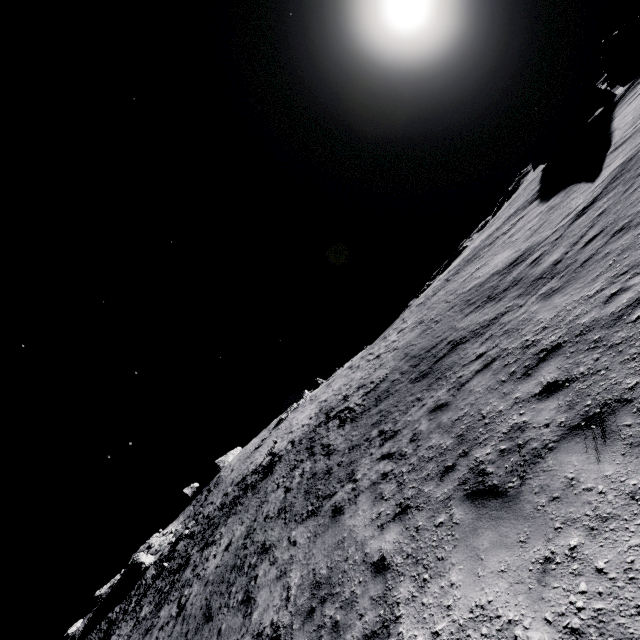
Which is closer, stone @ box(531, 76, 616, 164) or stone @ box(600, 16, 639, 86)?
stone @ box(531, 76, 616, 164)

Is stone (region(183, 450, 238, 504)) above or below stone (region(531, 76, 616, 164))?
above

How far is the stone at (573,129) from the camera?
32.2 meters

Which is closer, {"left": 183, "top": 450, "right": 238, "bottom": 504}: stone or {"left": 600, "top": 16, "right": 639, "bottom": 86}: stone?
{"left": 600, "top": 16, "right": 639, "bottom": 86}: stone

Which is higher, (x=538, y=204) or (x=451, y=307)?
(x=451, y=307)

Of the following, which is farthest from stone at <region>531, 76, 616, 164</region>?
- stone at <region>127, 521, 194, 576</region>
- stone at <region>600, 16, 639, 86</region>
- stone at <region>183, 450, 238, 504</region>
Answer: stone at <region>183, 450, 238, 504</region>

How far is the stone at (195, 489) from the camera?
54.1m
